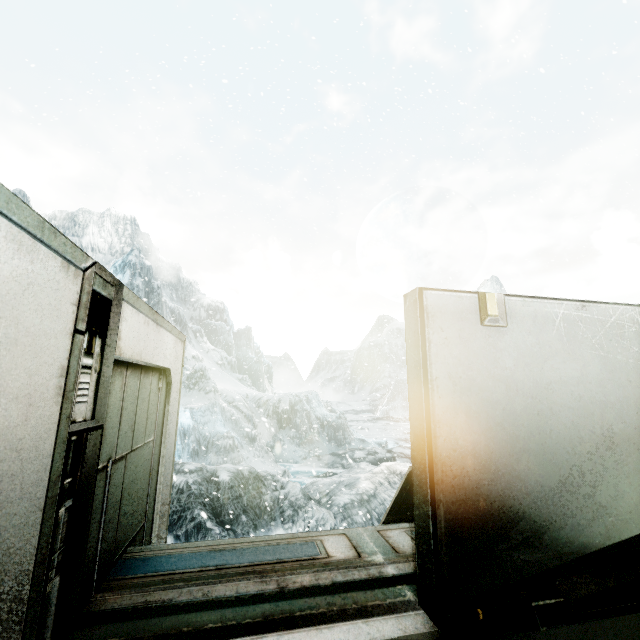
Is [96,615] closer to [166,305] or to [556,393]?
[556,393]
